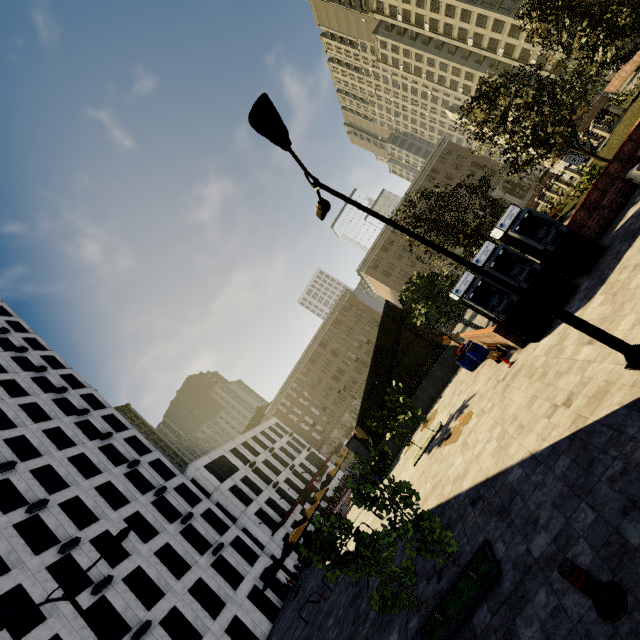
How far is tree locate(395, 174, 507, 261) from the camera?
14.68m

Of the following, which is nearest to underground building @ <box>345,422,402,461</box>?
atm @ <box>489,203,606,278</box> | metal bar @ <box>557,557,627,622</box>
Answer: atm @ <box>489,203,606,278</box>

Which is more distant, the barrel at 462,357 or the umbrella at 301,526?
the umbrella at 301,526

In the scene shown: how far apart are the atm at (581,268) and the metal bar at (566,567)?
9.9 meters

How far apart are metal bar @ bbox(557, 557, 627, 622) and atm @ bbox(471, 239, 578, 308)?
9.0m

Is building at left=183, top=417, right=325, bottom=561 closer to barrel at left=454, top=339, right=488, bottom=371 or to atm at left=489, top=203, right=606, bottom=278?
barrel at left=454, top=339, right=488, bottom=371

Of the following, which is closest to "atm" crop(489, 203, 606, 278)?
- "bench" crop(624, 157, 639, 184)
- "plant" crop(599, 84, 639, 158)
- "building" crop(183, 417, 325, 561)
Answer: "bench" crop(624, 157, 639, 184)

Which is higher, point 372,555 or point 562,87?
point 562,87
